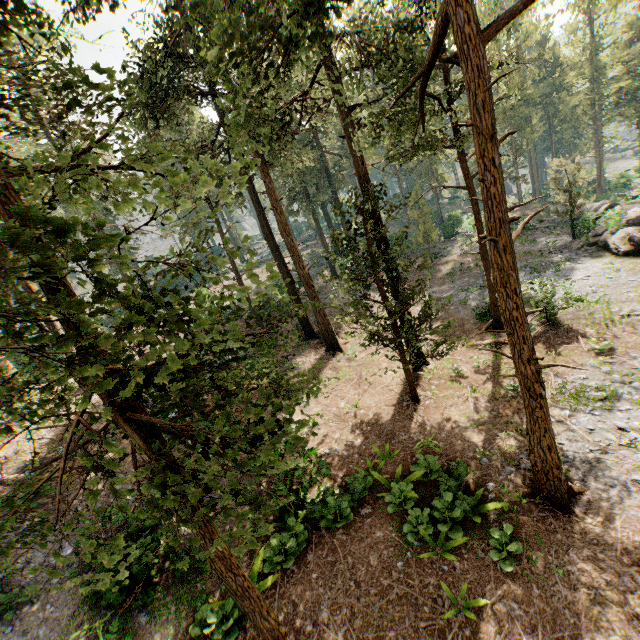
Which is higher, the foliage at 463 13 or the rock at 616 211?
the foliage at 463 13

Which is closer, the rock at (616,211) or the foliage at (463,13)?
the foliage at (463,13)

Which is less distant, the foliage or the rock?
the foliage

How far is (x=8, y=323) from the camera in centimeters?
257cm

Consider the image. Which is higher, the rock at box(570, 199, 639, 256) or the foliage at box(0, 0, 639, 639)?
the foliage at box(0, 0, 639, 639)
